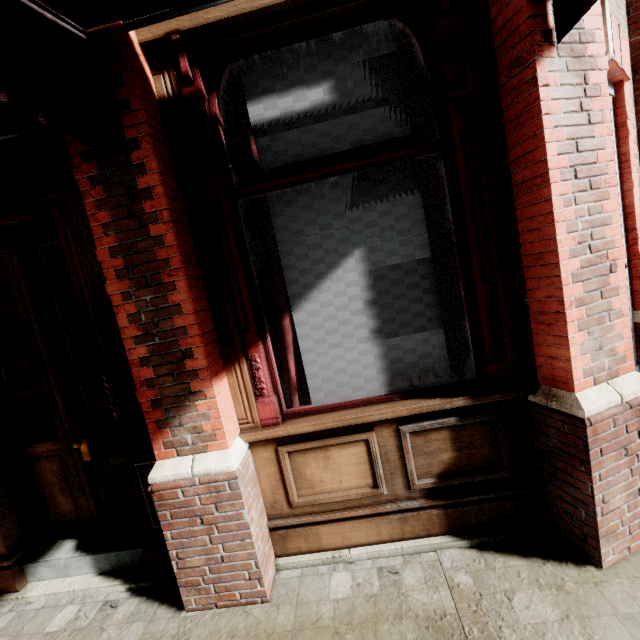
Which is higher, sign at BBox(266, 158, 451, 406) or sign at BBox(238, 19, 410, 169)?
sign at BBox(238, 19, 410, 169)

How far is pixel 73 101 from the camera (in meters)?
1.58

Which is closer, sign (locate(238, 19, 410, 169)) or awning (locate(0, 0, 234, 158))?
awning (locate(0, 0, 234, 158))

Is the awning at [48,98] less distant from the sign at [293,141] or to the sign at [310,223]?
the sign at [293,141]

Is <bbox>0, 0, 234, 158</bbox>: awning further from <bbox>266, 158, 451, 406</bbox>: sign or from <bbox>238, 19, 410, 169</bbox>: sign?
<bbox>266, 158, 451, 406</bbox>: sign

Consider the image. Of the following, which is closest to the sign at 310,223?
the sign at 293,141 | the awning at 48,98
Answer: the sign at 293,141

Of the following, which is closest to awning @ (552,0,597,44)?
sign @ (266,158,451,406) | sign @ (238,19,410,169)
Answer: sign @ (238,19,410,169)
